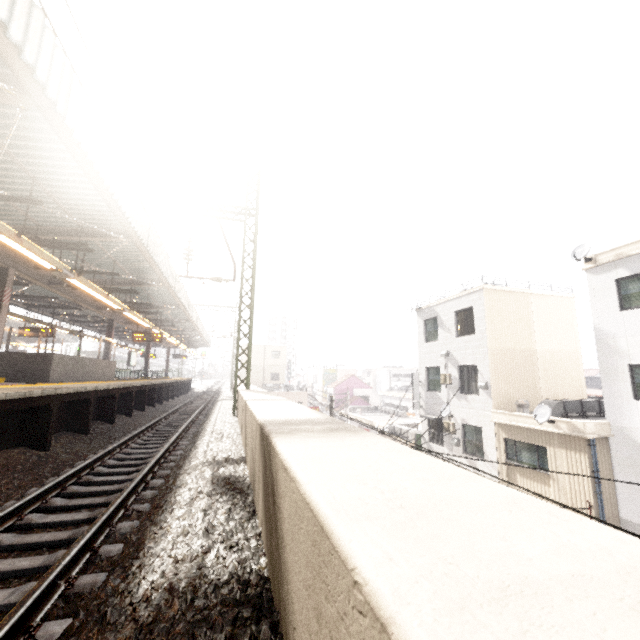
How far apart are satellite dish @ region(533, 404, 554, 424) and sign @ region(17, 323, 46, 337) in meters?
22.6

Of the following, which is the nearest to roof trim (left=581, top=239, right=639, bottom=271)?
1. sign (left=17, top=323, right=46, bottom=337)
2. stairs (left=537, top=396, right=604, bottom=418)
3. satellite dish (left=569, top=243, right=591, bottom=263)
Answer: satellite dish (left=569, top=243, right=591, bottom=263)

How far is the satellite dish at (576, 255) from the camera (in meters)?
11.90

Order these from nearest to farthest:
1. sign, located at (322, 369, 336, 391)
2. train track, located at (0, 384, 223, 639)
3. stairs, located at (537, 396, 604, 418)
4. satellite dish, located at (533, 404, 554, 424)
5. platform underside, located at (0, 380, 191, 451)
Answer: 1. train track, located at (0, 384, 223, 639)
2. platform underside, located at (0, 380, 191, 451)
3. satellite dish, located at (533, 404, 554, 424)
4. stairs, located at (537, 396, 604, 418)
5. sign, located at (322, 369, 336, 391)

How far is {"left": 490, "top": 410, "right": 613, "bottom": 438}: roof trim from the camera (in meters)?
10.94

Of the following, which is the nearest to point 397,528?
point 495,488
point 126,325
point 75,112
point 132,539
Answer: point 495,488

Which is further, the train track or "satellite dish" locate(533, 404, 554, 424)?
"satellite dish" locate(533, 404, 554, 424)

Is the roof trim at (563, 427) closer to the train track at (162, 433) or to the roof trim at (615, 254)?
the roof trim at (615, 254)
